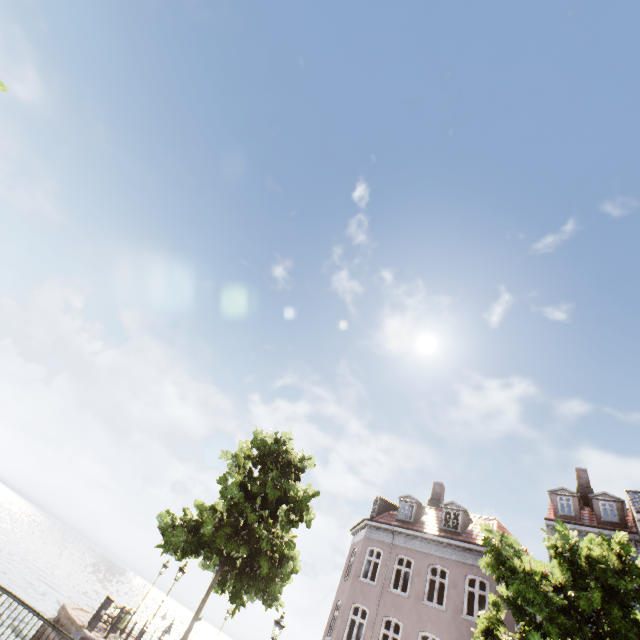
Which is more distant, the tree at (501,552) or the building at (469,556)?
the building at (469,556)

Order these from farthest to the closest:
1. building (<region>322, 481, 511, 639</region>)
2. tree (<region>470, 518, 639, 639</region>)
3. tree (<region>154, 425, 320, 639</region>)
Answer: building (<region>322, 481, 511, 639</region>) < tree (<region>154, 425, 320, 639</region>) < tree (<region>470, 518, 639, 639</region>)

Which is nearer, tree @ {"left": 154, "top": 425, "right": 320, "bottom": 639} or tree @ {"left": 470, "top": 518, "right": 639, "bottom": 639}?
tree @ {"left": 470, "top": 518, "right": 639, "bottom": 639}

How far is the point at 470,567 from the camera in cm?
1725

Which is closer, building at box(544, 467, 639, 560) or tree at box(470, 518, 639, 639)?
tree at box(470, 518, 639, 639)

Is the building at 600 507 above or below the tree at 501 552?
above

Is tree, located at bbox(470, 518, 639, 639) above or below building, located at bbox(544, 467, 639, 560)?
below
